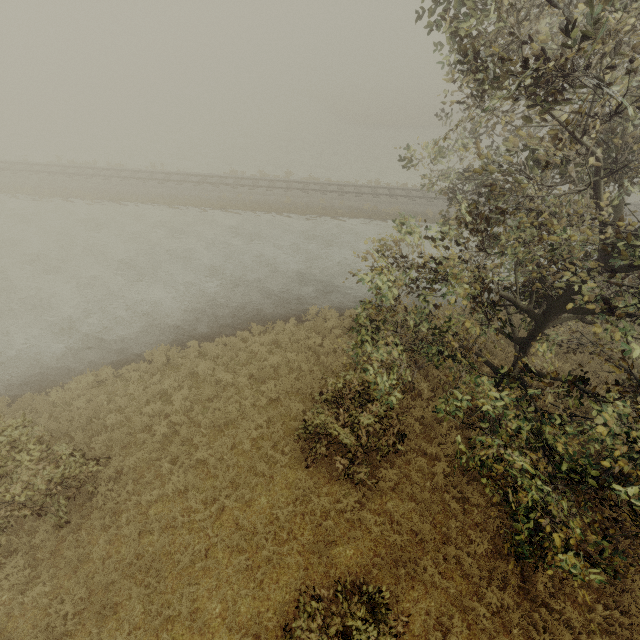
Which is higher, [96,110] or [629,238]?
[629,238]
